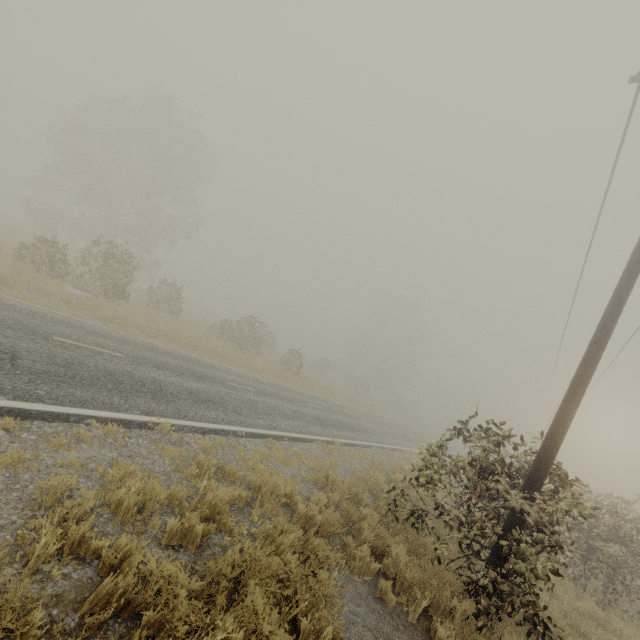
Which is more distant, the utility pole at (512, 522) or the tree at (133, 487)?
the utility pole at (512, 522)

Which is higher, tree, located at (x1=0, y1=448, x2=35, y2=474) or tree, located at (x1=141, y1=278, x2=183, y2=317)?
tree, located at (x1=141, y1=278, x2=183, y2=317)

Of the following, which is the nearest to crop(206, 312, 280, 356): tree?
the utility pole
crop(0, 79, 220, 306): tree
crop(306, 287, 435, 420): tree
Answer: crop(0, 79, 220, 306): tree

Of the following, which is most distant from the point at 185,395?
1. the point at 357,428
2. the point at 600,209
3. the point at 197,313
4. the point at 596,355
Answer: the point at 197,313

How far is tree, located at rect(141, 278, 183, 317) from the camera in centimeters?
2478cm

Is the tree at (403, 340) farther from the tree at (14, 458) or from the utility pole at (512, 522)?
the utility pole at (512, 522)

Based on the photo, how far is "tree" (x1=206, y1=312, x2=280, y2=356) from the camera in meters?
27.6

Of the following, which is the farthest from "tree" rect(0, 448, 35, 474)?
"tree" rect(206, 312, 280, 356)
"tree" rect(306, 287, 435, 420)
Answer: "tree" rect(306, 287, 435, 420)
